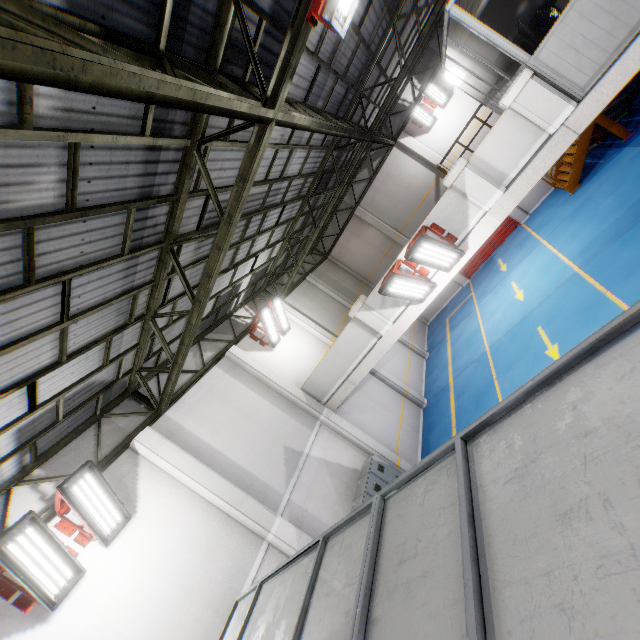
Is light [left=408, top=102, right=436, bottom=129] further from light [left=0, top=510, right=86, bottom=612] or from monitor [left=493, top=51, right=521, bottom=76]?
light [left=0, top=510, right=86, bottom=612]

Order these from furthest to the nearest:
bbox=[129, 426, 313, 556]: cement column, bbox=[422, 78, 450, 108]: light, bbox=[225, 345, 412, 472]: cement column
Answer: bbox=[422, 78, 450, 108]: light
bbox=[225, 345, 412, 472]: cement column
bbox=[129, 426, 313, 556]: cement column

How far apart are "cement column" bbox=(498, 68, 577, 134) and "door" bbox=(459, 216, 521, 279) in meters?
11.6

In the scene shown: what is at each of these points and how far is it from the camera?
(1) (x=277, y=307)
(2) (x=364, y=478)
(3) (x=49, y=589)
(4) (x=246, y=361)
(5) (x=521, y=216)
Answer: (1) light, 12.8m
(2) cabinet, 9.6m
(3) light, 5.2m
(4) cement column, 10.9m
(5) cement column, 16.8m

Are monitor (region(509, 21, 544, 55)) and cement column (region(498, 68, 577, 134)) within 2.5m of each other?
yes

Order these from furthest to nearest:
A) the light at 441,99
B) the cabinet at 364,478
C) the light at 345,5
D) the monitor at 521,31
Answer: the light at 441,99 < the cabinet at 364,478 < the monitor at 521,31 < the light at 345,5

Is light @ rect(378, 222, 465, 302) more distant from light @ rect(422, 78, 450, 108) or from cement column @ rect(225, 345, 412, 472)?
light @ rect(422, 78, 450, 108)

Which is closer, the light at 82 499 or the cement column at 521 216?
the light at 82 499
